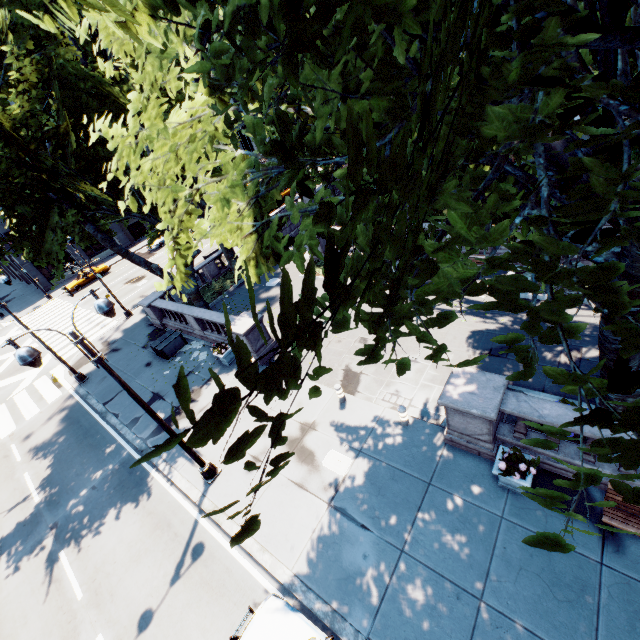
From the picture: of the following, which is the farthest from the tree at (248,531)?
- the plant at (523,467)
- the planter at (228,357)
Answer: the planter at (228,357)

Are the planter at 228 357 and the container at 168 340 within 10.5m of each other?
yes

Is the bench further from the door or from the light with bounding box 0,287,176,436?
the door

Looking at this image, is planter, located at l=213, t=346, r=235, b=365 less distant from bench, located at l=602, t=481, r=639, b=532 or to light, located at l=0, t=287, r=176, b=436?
light, located at l=0, t=287, r=176, b=436

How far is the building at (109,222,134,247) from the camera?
46.7 meters

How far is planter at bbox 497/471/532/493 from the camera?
7.71m

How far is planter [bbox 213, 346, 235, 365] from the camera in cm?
1608

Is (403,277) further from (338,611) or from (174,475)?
(174,475)
